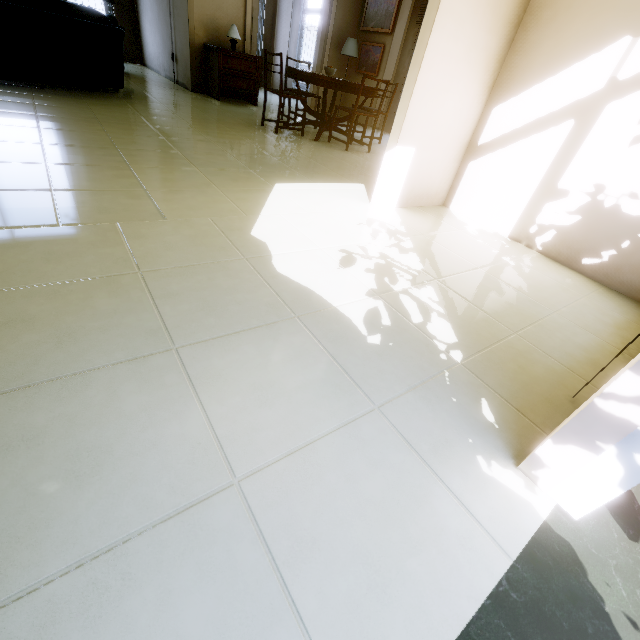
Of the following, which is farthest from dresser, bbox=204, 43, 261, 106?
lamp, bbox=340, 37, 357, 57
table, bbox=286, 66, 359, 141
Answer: lamp, bbox=340, 37, 357, 57

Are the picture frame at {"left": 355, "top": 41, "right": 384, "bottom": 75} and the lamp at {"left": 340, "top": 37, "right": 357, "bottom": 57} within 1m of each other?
yes

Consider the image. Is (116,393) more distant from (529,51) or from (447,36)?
(529,51)

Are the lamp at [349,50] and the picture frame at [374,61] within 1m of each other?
yes

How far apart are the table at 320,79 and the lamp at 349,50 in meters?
2.4

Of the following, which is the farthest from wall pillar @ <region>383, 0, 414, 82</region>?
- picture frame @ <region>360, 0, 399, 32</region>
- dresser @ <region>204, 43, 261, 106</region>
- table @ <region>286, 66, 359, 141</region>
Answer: dresser @ <region>204, 43, 261, 106</region>

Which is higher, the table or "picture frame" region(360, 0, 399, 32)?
"picture frame" region(360, 0, 399, 32)

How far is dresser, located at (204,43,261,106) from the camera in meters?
5.9
